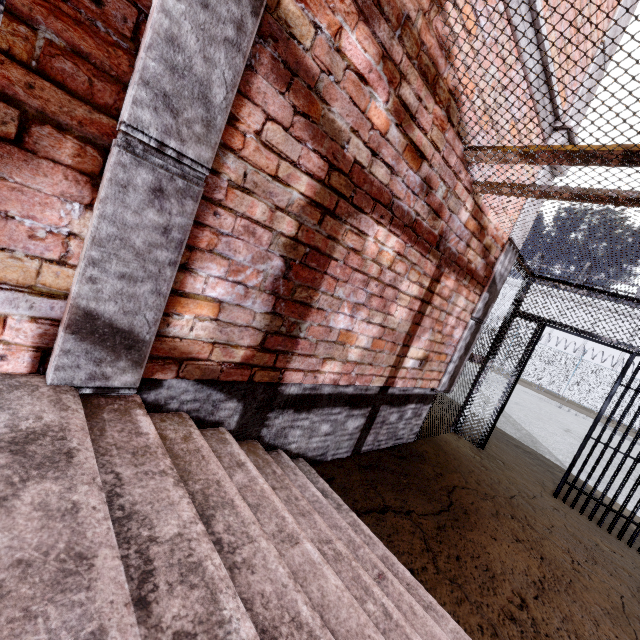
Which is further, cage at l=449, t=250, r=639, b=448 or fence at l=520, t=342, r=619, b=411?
fence at l=520, t=342, r=619, b=411

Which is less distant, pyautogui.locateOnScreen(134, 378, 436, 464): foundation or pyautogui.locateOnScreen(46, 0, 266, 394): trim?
pyautogui.locateOnScreen(46, 0, 266, 394): trim

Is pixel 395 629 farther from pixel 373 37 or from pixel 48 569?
pixel 373 37

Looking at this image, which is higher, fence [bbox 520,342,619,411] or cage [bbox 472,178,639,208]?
cage [bbox 472,178,639,208]

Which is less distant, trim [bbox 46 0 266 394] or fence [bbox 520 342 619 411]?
trim [bbox 46 0 266 394]

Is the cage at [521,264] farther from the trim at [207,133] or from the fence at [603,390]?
the fence at [603,390]

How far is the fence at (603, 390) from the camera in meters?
19.8

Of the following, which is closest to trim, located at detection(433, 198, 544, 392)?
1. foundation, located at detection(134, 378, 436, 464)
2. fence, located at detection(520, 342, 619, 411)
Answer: foundation, located at detection(134, 378, 436, 464)
